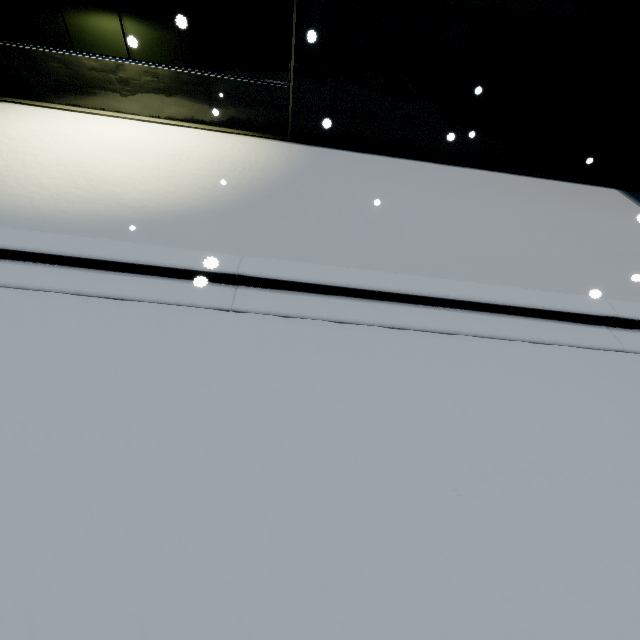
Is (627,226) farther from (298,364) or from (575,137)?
(298,364)
